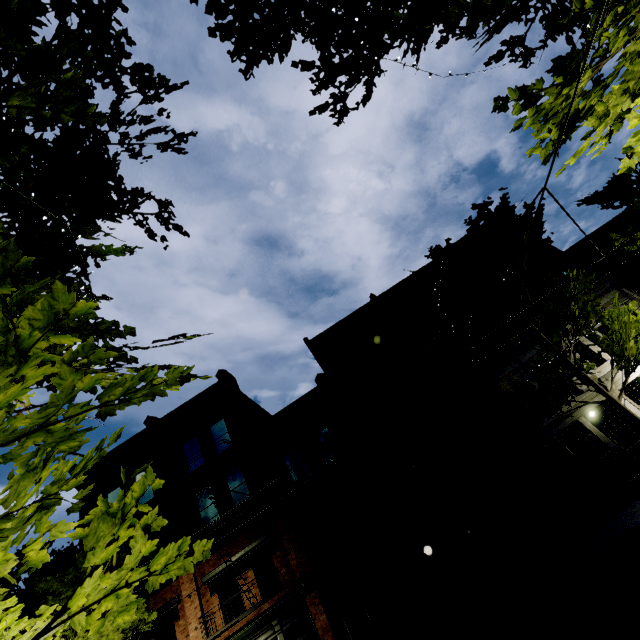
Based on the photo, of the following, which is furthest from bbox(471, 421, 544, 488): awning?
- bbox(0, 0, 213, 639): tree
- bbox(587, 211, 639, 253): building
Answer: bbox(0, 0, 213, 639): tree

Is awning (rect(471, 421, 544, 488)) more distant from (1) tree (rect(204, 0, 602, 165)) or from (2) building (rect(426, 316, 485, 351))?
(1) tree (rect(204, 0, 602, 165))

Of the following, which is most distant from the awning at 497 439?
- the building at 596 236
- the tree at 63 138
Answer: the tree at 63 138

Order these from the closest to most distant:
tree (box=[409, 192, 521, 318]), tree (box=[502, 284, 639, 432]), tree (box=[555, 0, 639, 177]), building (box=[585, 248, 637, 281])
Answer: tree (box=[555, 0, 639, 177]) < tree (box=[502, 284, 639, 432]) < tree (box=[409, 192, 521, 318]) < building (box=[585, 248, 637, 281])

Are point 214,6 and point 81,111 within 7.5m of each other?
yes

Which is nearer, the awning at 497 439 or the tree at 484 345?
the awning at 497 439
